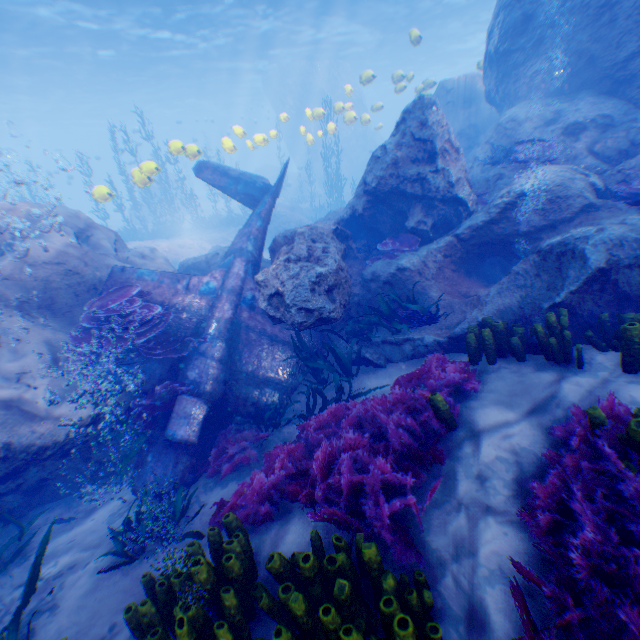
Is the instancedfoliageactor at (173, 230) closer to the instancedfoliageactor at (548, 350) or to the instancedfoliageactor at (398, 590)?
the instancedfoliageactor at (398, 590)

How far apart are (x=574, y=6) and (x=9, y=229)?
14.37m

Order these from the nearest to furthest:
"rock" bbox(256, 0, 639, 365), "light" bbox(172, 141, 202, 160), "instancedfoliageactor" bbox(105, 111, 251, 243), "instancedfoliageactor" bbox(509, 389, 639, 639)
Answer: "instancedfoliageactor" bbox(509, 389, 639, 639), "rock" bbox(256, 0, 639, 365), "light" bbox(172, 141, 202, 160), "instancedfoliageactor" bbox(105, 111, 251, 243)

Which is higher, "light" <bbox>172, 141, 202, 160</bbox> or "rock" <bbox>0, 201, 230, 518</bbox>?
"light" <bbox>172, 141, 202, 160</bbox>

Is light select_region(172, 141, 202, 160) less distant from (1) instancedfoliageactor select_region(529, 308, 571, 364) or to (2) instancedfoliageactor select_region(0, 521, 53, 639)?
(2) instancedfoliageactor select_region(0, 521, 53, 639)

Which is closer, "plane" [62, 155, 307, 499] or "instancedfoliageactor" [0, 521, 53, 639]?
"instancedfoliageactor" [0, 521, 53, 639]

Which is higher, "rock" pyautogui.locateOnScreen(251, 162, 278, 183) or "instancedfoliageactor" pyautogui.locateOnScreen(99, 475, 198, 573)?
"rock" pyautogui.locateOnScreen(251, 162, 278, 183)

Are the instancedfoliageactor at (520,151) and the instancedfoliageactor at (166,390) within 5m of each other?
no
